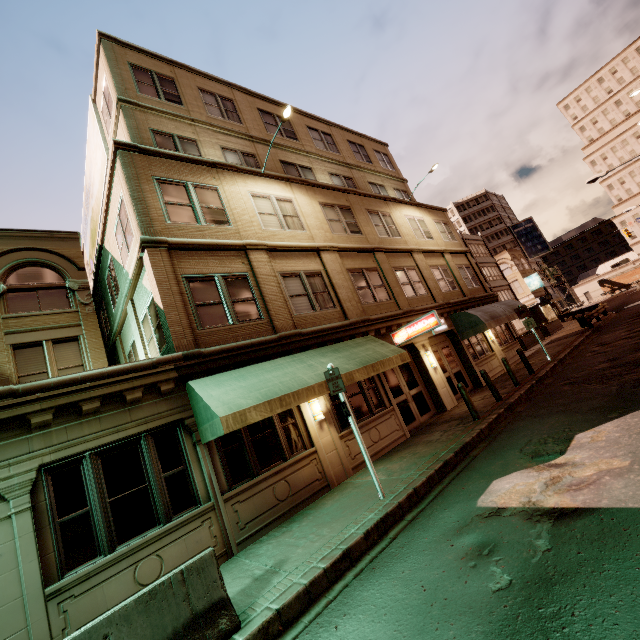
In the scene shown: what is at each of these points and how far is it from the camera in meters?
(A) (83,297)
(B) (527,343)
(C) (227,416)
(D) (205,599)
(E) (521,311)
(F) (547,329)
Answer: (A) building, 13.8 m
(B) planter, 25.4 m
(C) awning, 6.8 m
(D) barrier, 4.4 m
(E) sign, 16.8 m
(F) planter, 29.7 m

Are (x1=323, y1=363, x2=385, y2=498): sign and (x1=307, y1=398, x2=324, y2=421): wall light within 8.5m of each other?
yes

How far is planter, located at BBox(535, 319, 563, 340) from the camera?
28.0m

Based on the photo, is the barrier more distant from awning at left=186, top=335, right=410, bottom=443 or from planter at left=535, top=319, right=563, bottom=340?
planter at left=535, top=319, right=563, bottom=340

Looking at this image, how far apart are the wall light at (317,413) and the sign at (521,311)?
12.87m

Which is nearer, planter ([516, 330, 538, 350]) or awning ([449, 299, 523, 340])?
awning ([449, 299, 523, 340])

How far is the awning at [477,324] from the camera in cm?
1623

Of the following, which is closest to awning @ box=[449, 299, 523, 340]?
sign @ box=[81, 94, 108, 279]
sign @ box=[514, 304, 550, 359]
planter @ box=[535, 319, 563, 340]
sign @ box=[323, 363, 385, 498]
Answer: sign @ box=[514, 304, 550, 359]
